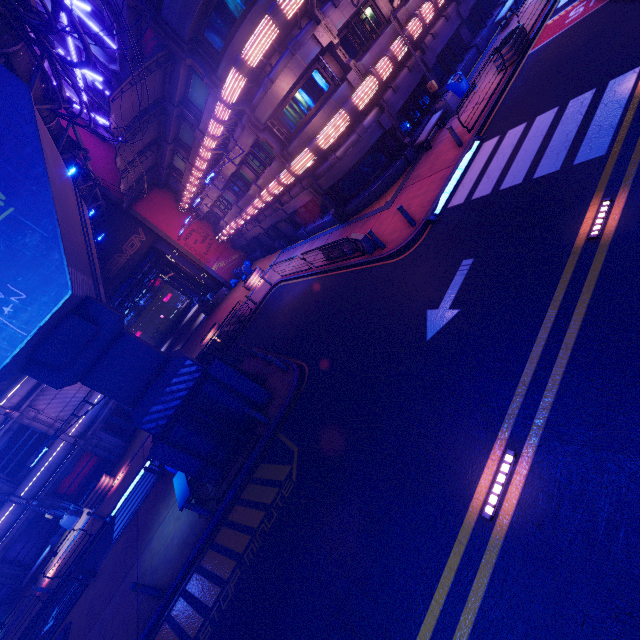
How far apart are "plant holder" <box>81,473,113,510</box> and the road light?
26.6m

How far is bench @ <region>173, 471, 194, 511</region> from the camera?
11.6m

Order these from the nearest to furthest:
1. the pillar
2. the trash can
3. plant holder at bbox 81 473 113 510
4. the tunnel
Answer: the pillar → the trash can → plant holder at bbox 81 473 113 510 → the tunnel

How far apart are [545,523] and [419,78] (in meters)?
21.47

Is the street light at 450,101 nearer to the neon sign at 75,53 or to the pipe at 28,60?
the pipe at 28,60

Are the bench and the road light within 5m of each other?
no

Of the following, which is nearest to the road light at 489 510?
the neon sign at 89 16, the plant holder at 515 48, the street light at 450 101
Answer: the street light at 450 101

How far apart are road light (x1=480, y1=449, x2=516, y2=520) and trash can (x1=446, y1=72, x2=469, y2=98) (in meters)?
19.55
